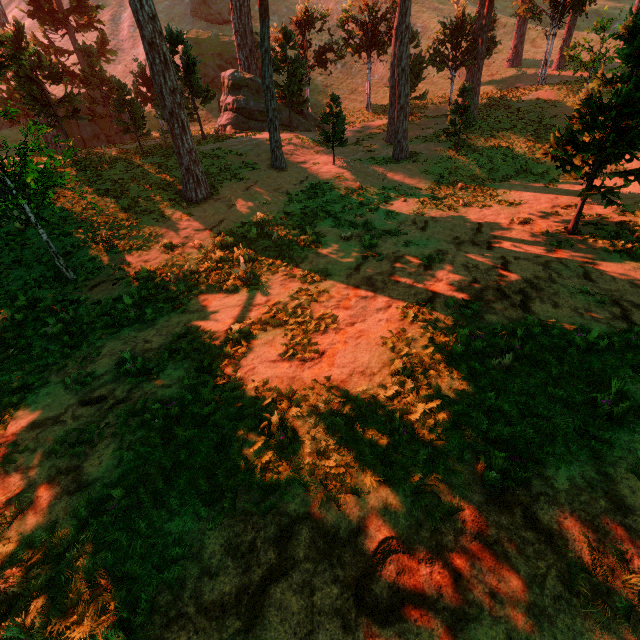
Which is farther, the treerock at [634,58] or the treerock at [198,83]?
the treerock at [198,83]

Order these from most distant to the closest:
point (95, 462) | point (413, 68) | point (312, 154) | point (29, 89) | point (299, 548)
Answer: point (413, 68)
point (312, 154)
point (29, 89)
point (95, 462)
point (299, 548)

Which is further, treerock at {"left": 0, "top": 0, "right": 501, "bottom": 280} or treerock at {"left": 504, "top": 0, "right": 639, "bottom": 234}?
treerock at {"left": 0, "top": 0, "right": 501, "bottom": 280}
